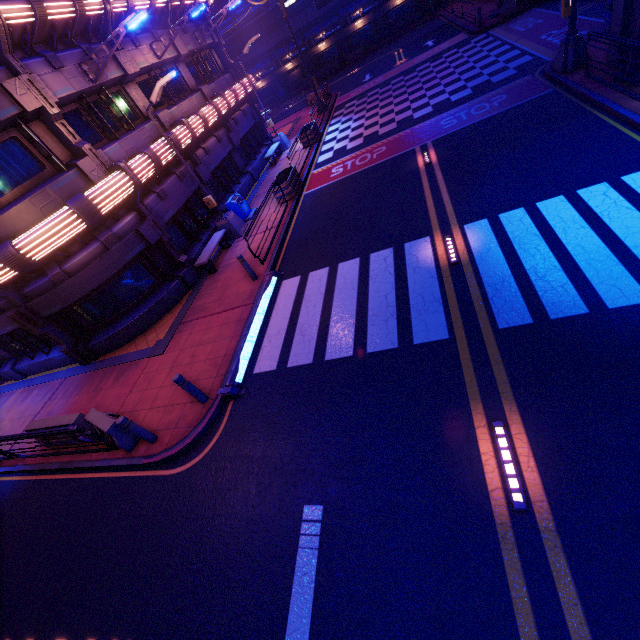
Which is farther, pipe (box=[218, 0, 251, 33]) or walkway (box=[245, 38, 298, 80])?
walkway (box=[245, 38, 298, 80])

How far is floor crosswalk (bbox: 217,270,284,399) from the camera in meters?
8.0 m

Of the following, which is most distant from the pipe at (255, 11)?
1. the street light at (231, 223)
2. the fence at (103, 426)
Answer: the fence at (103, 426)

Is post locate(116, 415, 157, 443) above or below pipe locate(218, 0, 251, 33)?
below

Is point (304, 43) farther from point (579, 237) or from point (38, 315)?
point (579, 237)

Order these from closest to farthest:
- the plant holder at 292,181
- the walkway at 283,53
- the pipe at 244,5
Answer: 1. the plant holder at 292,181
2. the pipe at 244,5
3. the walkway at 283,53

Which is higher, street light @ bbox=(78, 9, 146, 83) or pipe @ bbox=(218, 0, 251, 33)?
pipe @ bbox=(218, 0, 251, 33)

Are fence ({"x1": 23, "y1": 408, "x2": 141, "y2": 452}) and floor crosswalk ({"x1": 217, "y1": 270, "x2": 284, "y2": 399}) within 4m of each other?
yes
